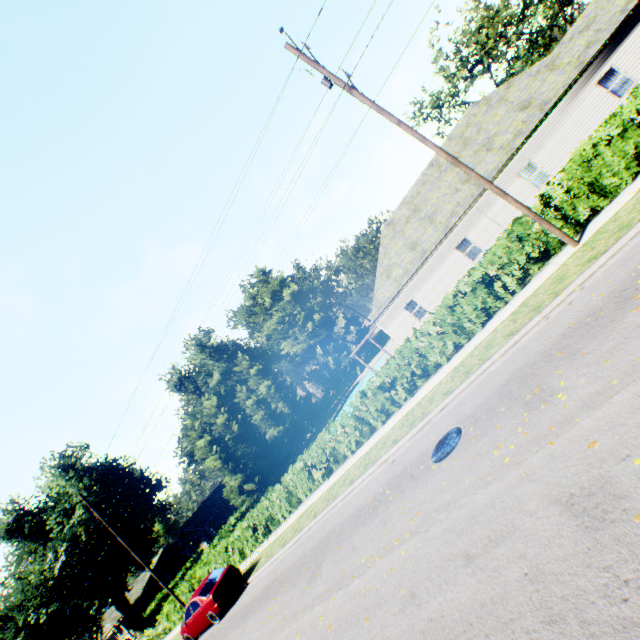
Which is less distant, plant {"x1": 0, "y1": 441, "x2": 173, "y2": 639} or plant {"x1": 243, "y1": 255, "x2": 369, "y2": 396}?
plant {"x1": 0, "y1": 441, "x2": 173, "y2": 639}

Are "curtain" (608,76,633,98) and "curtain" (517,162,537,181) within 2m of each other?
no

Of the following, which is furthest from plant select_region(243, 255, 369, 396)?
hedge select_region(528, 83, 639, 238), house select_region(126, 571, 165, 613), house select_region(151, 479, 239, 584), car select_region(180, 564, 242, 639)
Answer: car select_region(180, 564, 242, 639)

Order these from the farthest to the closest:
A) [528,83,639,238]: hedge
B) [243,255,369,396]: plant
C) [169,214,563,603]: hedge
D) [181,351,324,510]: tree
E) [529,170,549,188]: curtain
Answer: [243,255,369,396]: plant, [181,351,324,510]: tree, [529,170,549,188]: curtain, [169,214,563,603]: hedge, [528,83,639,238]: hedge

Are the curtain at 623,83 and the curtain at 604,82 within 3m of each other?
yes

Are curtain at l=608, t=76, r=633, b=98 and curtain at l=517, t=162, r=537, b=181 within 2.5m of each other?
no

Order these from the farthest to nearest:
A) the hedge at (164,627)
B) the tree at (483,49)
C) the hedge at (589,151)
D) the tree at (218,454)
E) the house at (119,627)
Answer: the house at (119,627) → the tree at (218,454) → the tree at (483,49) → the hedge at (164,627) → the hedge at (589,151)

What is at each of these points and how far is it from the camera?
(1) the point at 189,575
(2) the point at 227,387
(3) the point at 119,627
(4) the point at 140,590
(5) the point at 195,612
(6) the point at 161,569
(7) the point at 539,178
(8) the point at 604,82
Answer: (1) hedge, 27.8m
(2) plant, 54.3m
(3) house, 58.2m
(4) house, 51.0m
(5) car, 15.6m
(6) house, 54.2m
(7) curtain, 18.1m
(8) curtain, 16.3m
